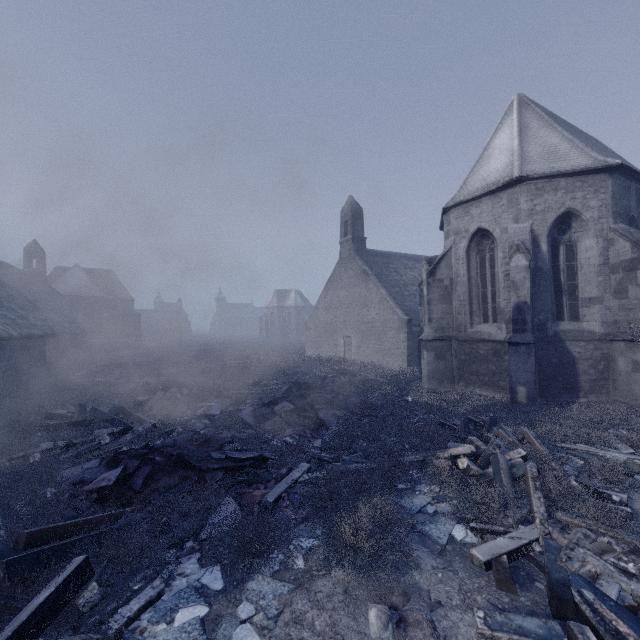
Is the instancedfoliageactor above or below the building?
below

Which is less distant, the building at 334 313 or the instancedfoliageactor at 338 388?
the instancedfoliageactor at 338 388

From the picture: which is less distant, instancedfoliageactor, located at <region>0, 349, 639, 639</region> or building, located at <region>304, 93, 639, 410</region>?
instancedfoliageactor, located at <region>0, 349, 639, 639</region>

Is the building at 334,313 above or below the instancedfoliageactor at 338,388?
above

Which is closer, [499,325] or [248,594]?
[248,594]
